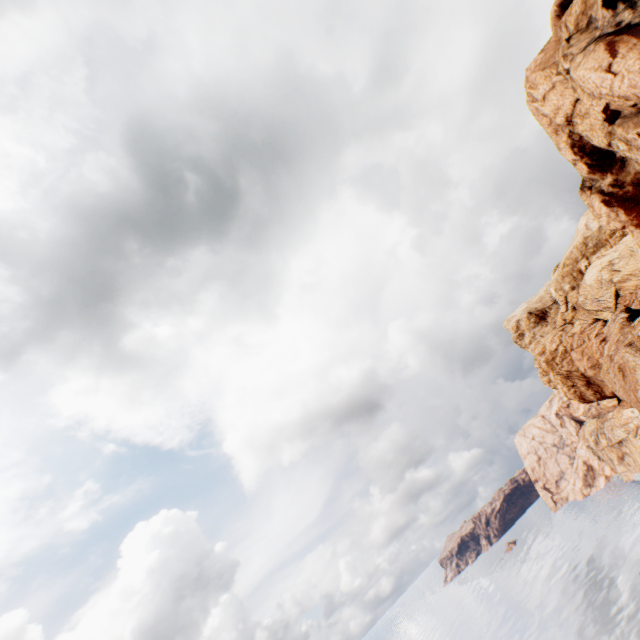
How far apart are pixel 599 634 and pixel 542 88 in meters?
82.0 m
